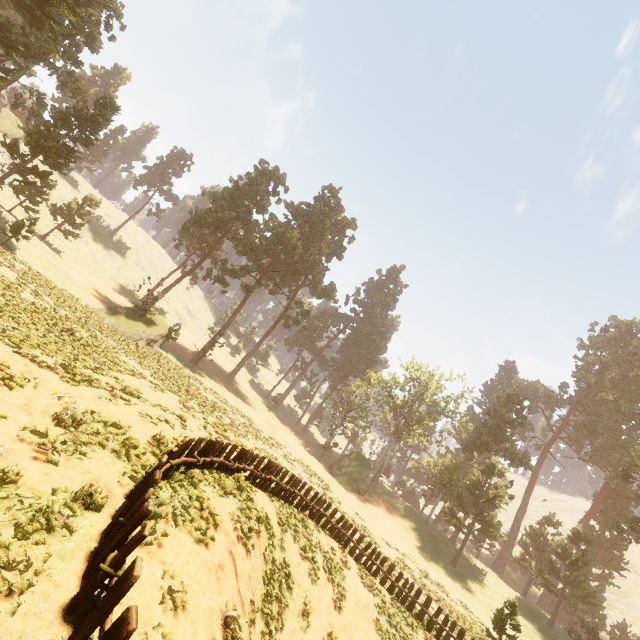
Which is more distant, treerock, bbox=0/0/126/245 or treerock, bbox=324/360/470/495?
treerock, bbox=324/360/470/495

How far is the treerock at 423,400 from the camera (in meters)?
46.72

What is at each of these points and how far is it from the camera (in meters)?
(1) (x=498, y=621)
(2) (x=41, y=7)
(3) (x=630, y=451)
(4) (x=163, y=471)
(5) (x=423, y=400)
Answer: (1) treerock, 21.41
(2) treerock, 24.20
(3) treerock, 45.47
(4) fence, 7.38
(5) treerock, 51.91

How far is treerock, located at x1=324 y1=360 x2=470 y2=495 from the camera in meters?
46.7

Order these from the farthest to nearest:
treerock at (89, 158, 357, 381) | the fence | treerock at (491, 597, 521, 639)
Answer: treerock at (89, 158, 357, 381)
treerock at (491, 597, 521, 639)
the fence
